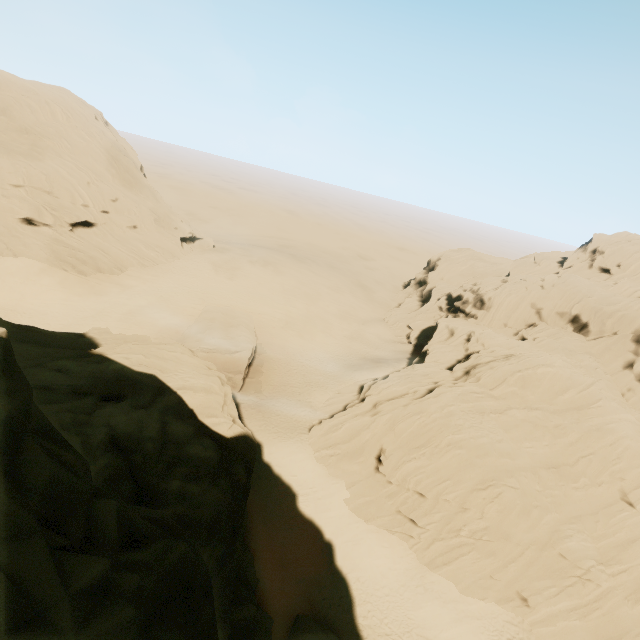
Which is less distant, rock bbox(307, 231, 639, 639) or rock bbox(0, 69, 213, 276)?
rock bbox(307, 231, 639, 639)

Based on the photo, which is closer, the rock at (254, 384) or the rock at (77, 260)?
the rock at (254, 384)

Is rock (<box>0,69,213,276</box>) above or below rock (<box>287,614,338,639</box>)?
above

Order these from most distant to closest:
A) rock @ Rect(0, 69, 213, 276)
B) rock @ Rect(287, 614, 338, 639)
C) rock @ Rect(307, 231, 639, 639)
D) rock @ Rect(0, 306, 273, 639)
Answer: rock @ Rect(0, 69, 213, 276)
rock @ Rect(307, 231, 639, 639)
rock @ Rect(287, 614, 338, 639)
rock @ Rect(0, 306, 273, 639)

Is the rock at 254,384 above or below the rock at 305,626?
above

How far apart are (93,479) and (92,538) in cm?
1185
